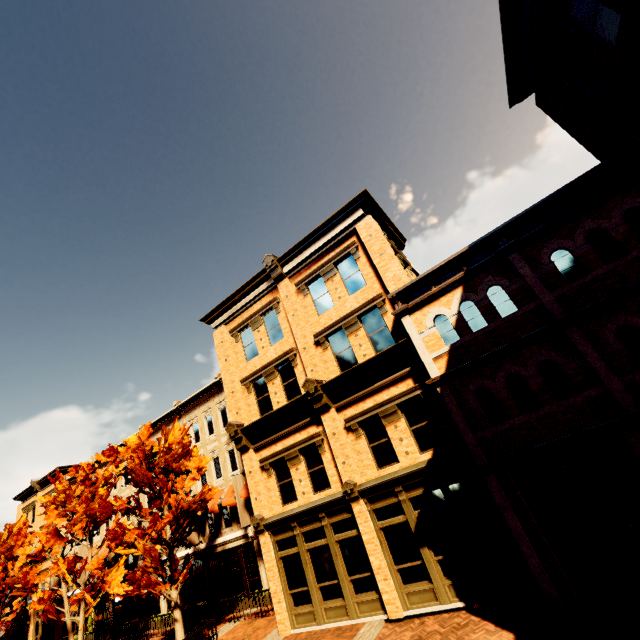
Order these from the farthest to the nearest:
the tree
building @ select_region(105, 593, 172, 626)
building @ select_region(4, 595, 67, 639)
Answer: building @ select_region(4, 595, 67, 639) → building @ select_region(105, 593, 172, 626) → the tree

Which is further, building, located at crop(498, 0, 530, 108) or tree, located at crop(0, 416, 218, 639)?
tree, located at crop(0, 416, 218, 639)

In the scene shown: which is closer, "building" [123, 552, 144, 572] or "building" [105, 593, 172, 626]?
"building" [105, 593, 172, 626]

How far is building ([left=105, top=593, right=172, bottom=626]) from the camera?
22.2m

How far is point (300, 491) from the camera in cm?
1372

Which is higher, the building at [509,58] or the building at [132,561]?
the building at [509,58]

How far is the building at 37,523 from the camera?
34.19m
